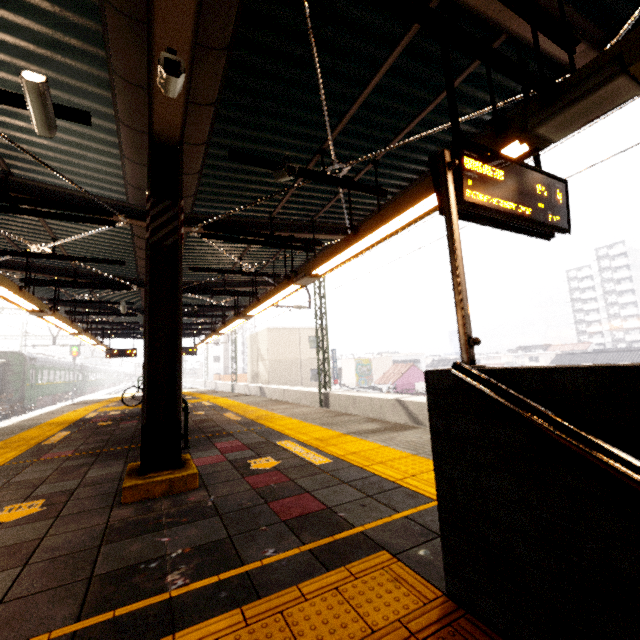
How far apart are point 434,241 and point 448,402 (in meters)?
6.16

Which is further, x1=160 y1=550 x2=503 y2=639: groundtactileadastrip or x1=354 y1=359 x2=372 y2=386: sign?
x1=354 y1=359 x2=372 y2=386: sign

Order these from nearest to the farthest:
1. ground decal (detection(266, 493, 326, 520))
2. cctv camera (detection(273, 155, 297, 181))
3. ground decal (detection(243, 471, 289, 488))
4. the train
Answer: ground decal (detection(266, 493, 326, 520)) < ground decal (detection(243, 471, 289, 488)) < cctv camera (detection(273, 155, 297, 181)) < the train

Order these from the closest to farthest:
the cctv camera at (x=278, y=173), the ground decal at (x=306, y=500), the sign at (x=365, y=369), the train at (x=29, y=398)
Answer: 1. the ground decal at (x=306, y=500)
2. the cctv camera at (x=278, y=173)
3. the train at (x=29, y=398)
4. the sign at (x=365, y=369)

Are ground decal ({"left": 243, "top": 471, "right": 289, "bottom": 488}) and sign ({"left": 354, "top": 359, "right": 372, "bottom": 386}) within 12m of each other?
no

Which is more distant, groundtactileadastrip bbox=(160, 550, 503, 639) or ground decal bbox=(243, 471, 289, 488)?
ground decal bbox=(243, 471, 289, 488)

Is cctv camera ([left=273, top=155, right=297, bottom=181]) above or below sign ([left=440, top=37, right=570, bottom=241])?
above

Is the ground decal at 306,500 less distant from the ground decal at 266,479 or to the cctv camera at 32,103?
the ground decal at 266,479
